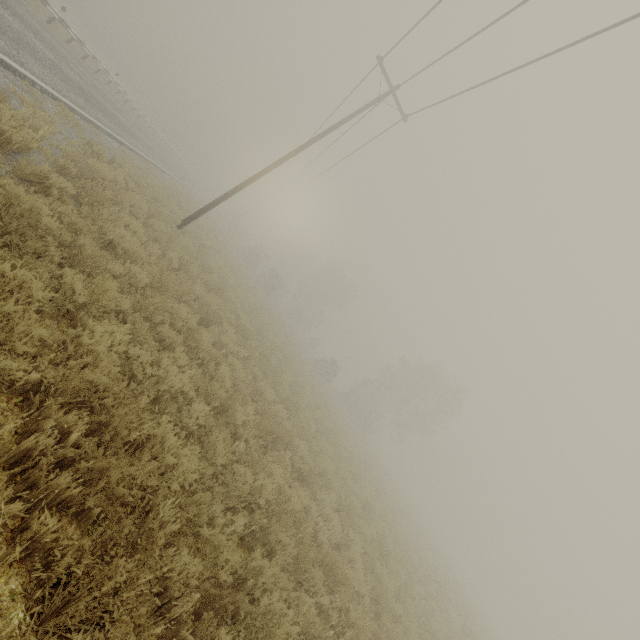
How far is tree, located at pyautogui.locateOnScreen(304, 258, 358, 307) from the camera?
56.31m

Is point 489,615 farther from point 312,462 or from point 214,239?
point 214,239

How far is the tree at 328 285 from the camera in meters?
56.3 m
